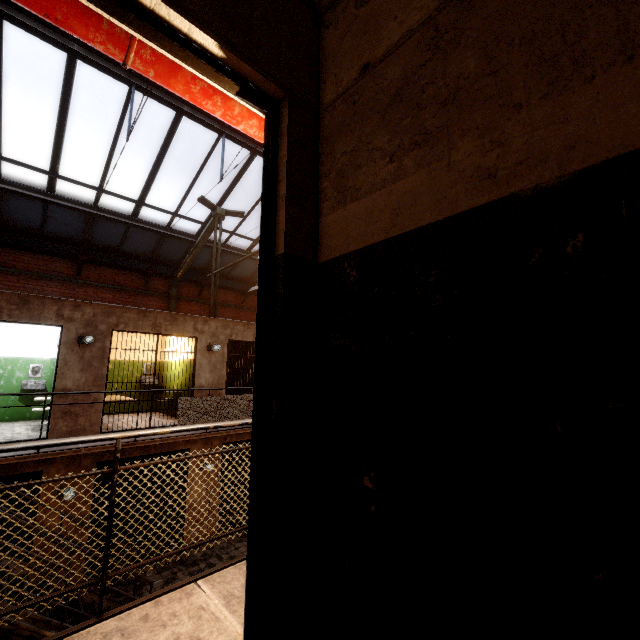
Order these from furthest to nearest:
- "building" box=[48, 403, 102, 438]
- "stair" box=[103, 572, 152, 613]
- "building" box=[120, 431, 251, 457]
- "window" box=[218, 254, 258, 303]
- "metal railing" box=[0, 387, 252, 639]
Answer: "window" box=[218, 254, 258, 303] → "building" box=[120, 431, 251, 457] → "building" box=[48, 403, 102, 438] → "stair" box=[103, 572, 152, 613] → "metal railing" box=[0, 387, 252, 639]

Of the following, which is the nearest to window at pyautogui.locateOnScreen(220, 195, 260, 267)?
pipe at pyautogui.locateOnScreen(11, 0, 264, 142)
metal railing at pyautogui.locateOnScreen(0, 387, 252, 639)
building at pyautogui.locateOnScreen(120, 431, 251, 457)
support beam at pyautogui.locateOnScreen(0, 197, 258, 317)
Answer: support beam at pyautogui.locateOnScreen(0, 197, 258, 317)

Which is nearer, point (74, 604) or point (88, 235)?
point (74, 604)

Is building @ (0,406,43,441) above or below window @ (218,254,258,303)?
below

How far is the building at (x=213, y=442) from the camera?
7.68m

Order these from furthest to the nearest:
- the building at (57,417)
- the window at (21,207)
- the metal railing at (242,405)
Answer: the building at (57,417)
the window at (21,207)
the metal railing at (242,405)

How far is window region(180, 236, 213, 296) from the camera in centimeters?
1185cm

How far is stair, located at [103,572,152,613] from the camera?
4.9m
